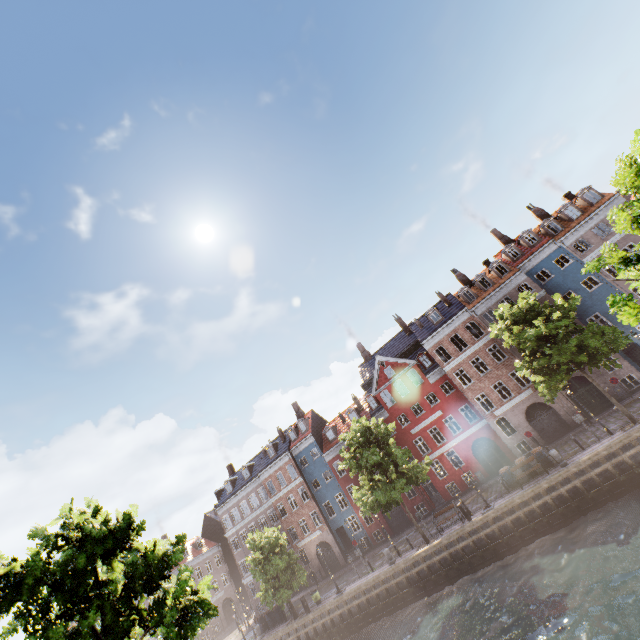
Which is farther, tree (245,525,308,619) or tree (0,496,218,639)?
tree (245,525,308,619)

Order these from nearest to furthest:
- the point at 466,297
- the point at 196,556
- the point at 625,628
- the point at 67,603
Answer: the point at 67,603 < the point at 625,628 < the point at 466,297 < the point at 196,556

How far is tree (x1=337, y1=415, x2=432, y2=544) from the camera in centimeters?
2406cm

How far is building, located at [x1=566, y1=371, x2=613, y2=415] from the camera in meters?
27.3 m

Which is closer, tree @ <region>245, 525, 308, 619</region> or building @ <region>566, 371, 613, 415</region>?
building @ <region>566, 371, 613, 415</region>

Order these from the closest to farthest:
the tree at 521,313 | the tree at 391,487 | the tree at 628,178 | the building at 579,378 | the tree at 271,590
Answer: the tree at 628,178, the tree at 521,313, the tree at 391,487, the building at 579,378, the tree at 271,590

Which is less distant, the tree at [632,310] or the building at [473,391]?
the tree at [632,310]
